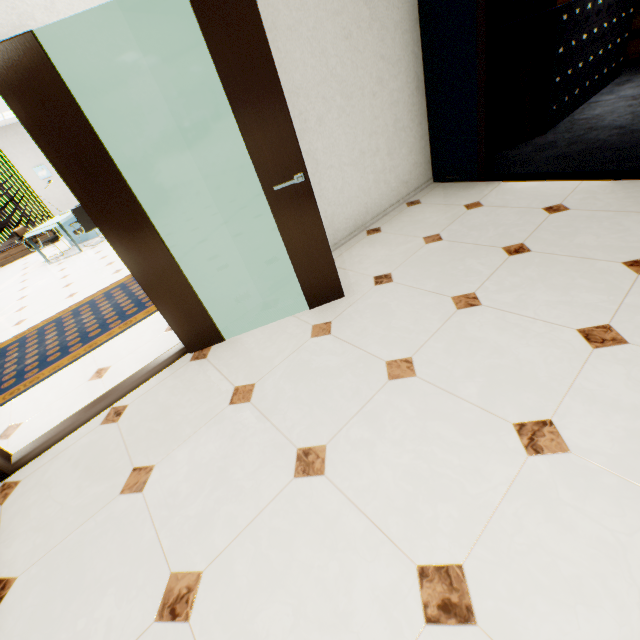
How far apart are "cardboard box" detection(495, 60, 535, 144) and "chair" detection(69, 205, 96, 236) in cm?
832

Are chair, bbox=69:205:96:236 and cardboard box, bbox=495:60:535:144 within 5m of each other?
no

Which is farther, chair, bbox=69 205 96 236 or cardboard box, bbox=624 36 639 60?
chair, bbox=69 205 96 236

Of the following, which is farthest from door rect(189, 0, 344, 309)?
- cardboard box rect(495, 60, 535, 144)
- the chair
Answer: the chair

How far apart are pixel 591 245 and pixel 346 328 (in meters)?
1.87

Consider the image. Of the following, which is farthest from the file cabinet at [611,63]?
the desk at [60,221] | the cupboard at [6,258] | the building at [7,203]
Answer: the building at [7,203]

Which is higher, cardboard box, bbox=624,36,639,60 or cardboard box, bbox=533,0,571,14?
Answer: cardboard box, bbox=533,0,571,14

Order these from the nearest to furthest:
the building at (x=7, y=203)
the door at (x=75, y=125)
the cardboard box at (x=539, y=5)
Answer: the door at (x=75, y=125) → the cardboard box at (x=539, y=5) → the building at (x=7, y=203)
